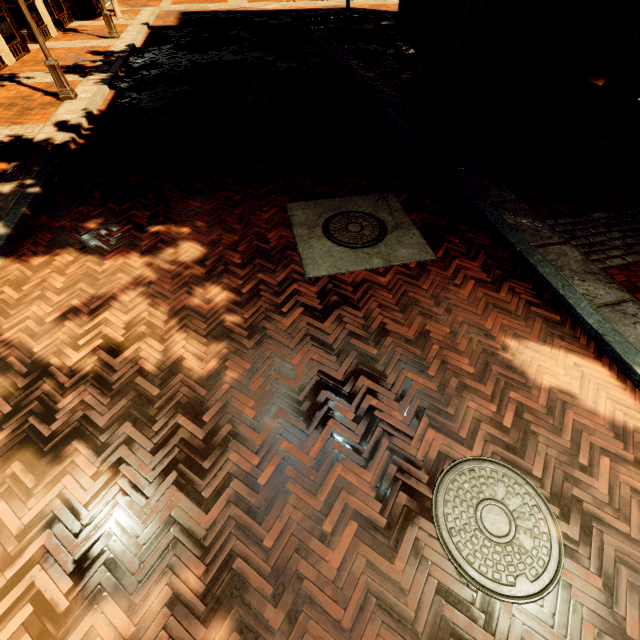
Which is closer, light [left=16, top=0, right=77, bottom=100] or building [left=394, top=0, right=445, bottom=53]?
light [left=16, top=0, right=77, bottom=100]

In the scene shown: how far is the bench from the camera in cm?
693

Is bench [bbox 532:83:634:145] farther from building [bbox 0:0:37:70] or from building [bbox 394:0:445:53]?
building [bbox 394:0:445:53]

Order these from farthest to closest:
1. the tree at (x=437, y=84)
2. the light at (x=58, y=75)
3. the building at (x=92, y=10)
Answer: the building at (x=92, y=10) → the light at (x=58, y=75) → the tree at (x=437, y=84)

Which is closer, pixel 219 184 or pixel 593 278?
pixel 593 278

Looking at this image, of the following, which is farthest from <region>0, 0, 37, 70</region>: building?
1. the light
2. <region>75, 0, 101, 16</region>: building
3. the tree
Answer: the light

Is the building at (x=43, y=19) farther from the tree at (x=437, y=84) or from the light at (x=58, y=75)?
the light at (x=58, y=75)

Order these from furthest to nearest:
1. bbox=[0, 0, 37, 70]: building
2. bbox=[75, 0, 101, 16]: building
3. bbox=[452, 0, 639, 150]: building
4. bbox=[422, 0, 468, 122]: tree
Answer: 1. bbox=[75, 0, 101, 16]: building
2. bbox=[0, 0, 37, 70]: building
3. bbox=[452, 0, 639, 150]: building
4. bbox=[422, 0, 468, 122]: tree
